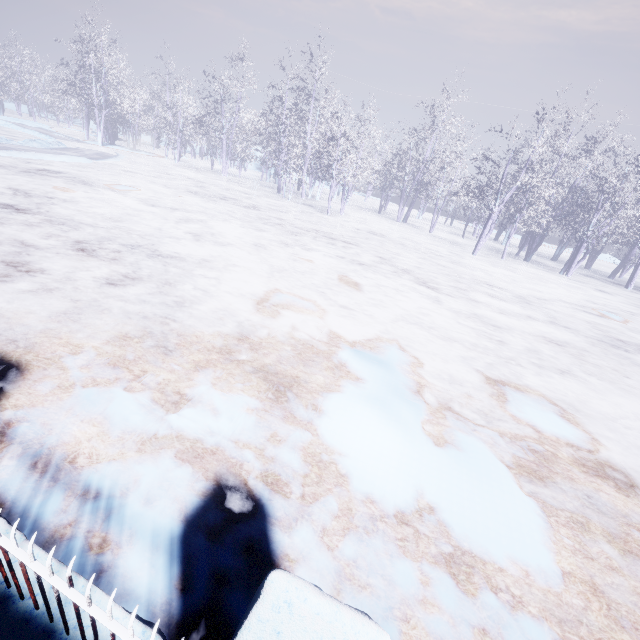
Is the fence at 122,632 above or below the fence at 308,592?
below

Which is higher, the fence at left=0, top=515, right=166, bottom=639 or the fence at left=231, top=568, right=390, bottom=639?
the fence at left=231, top=568, right=390, bottom=639

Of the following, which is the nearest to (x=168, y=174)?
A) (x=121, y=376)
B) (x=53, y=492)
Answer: (x=121, y=376)
